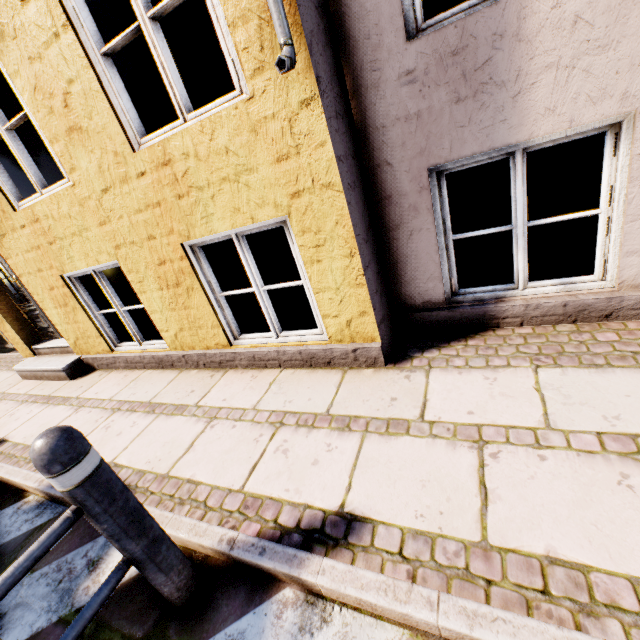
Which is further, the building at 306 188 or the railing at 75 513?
the building at 306 188

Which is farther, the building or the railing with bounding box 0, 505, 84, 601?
the building

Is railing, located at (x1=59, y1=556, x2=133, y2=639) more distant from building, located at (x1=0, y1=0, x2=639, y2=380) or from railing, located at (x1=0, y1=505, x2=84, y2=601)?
building, located at (x1=0, y1=0, x2=639, y2=380)

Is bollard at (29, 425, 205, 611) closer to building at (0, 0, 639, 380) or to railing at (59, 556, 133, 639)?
railing at (59, 556, 133, 639)

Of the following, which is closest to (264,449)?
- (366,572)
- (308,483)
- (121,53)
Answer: (308,483)

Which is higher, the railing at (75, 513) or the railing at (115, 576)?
the railing at (75, 513)

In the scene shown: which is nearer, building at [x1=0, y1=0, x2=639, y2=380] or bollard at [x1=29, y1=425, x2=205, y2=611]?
bollard at [x1=29, y1=425, x2=205, y2=611]

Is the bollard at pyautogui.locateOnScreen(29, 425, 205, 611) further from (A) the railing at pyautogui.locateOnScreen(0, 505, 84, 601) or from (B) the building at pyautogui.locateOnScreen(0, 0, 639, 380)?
(B) the building at pyautogui.locateOnScreen(0, 0, 639, 380)
